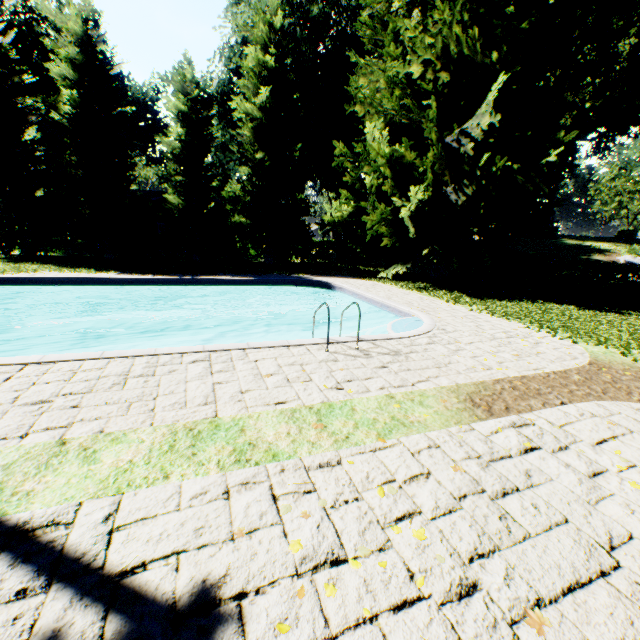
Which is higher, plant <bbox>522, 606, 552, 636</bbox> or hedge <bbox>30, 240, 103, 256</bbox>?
hedge <bbox>30, 240, 103, 256</bbox>

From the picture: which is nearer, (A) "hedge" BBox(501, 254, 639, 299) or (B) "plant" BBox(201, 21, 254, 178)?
(A) "hedge" BBox(501, 254, 639, 299)

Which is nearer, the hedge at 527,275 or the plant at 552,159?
the plant at 552,159

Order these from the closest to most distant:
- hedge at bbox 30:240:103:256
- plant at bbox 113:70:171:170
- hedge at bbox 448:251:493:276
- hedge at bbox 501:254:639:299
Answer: hedge at bbox 501:254:639:299
hedge at bbox 30:240:103:256
hedge at bbox 448:251:493:276
plant at bbox 113:70:171:170

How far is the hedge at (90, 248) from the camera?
21.02m

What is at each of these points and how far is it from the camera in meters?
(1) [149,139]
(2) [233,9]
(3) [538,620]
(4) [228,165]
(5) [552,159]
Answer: (1) plant, 40.6 m
(2) plant, 22.6 m
(3) plant, 2.0 m
(4) plant, 35.0 m
(5) plant, 12.5 m

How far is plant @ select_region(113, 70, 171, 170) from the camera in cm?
3550

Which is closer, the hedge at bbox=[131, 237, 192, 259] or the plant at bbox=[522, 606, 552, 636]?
the plant at bbox=[522, 606, 552, 636]
